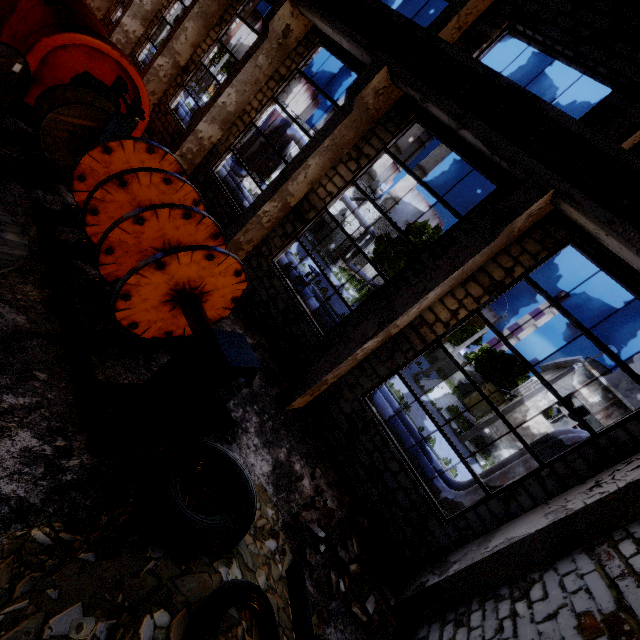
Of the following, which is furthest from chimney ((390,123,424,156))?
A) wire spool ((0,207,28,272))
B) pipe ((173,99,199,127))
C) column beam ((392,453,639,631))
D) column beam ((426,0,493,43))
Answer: wire spool ((0,207,28,272))

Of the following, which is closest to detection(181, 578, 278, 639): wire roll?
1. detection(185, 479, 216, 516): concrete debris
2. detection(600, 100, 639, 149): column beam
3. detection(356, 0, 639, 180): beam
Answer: detection(185, 479, 216, 516): concrete debris

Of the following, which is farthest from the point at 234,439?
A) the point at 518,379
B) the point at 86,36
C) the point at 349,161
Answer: the point at 518,379

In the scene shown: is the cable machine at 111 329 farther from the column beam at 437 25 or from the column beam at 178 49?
the column beam at 178 49

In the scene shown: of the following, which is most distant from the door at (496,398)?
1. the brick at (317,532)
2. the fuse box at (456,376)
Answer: the brick at (317,532)

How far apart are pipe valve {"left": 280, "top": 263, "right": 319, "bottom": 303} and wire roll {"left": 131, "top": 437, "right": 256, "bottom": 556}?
7.8 meters

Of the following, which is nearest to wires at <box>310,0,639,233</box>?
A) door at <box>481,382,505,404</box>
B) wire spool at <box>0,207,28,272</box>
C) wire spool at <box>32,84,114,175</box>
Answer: wire spool at <box>32,84,114,175</box>

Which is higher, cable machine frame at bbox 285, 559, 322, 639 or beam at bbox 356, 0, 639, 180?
beam at bbox 356, 0, 639, 180
